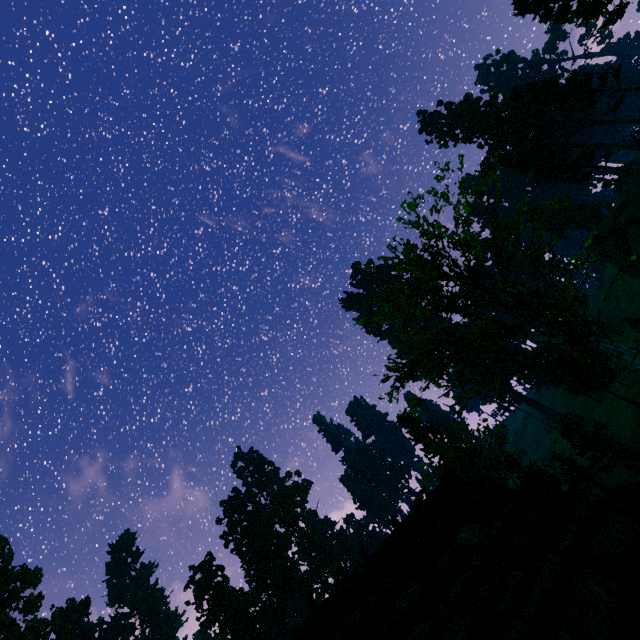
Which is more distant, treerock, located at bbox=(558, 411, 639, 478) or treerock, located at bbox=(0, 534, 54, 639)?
treerock, located at bbox=(0, 534, 54, 639)

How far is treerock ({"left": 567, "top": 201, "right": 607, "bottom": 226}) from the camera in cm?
4844

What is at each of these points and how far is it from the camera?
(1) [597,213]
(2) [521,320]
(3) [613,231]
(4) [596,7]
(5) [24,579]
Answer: (1) treerock, 49.12m
(2) treerock, 13.90m
(3) rock, 38.25m
(4) treerock, 32.00m
(5) treerock, 45.50m

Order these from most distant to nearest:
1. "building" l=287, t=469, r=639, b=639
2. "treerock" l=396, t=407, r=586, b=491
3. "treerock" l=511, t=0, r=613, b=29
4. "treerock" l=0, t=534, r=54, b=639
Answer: "treerock" l=0, t=534, r=54, b=639 → "treerock" l=511, t=0, r=613, b=29 → "treerock" l=396, t=407, r=586, b=491 → "building" l=287, t=469, r=639, b=639

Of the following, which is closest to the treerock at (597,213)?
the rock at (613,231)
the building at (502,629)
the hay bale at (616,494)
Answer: the building at (502,629)

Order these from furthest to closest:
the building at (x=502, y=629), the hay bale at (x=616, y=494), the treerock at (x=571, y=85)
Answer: the treerock at (x=571, y=85), the hay bale at (x=616, y=494), the building at (x=502, y=629)
